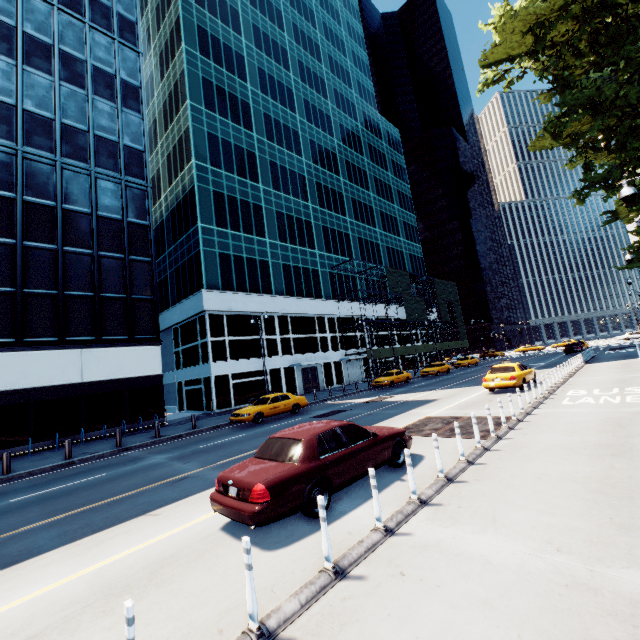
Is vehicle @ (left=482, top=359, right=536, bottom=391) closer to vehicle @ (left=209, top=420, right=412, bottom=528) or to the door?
vehicle @ (left=209, top=420, right=412, bottom=528)

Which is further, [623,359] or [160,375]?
[623,359]

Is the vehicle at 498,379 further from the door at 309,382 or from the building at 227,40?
the door at 309,382

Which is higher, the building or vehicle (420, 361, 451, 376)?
the building

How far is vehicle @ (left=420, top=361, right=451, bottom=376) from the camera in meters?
36.0 m

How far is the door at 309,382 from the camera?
36.06m

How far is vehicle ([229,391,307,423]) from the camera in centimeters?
1880cm

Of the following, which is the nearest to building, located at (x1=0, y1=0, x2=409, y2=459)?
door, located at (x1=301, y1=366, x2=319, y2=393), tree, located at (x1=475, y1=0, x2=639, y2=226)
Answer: door, located at (x1=301, y1=366, x2=319, y2=393)
